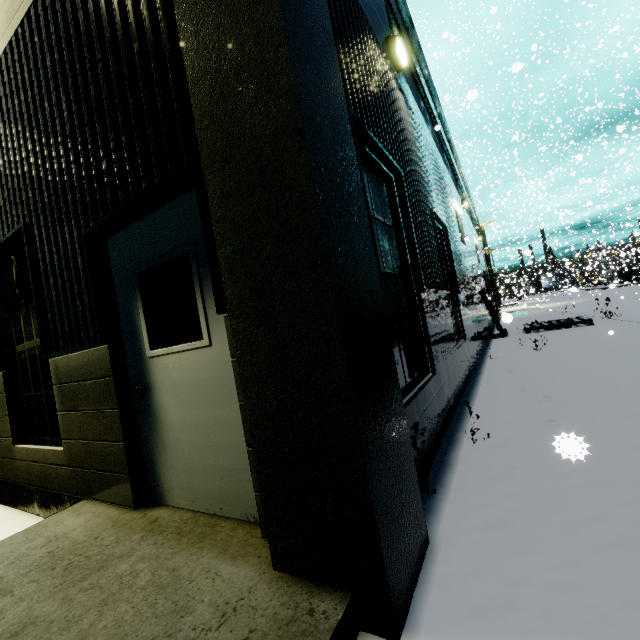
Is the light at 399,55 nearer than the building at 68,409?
No

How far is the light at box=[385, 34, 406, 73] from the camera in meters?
4.8 m

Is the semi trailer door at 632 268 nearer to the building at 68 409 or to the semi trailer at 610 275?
the semi trailer at 610 275

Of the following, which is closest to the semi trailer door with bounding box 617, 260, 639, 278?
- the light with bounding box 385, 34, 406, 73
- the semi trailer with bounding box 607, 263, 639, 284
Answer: the semi trailer with bounding box 607, 263, 639, 284

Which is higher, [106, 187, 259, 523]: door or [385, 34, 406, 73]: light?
[385, 34, 406, 73]: light

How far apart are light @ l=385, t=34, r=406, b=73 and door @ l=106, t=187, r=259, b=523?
4.3 meters

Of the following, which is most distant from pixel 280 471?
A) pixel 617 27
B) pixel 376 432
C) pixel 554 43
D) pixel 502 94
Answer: pixel 554 43

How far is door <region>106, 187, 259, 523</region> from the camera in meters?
2.4 m
